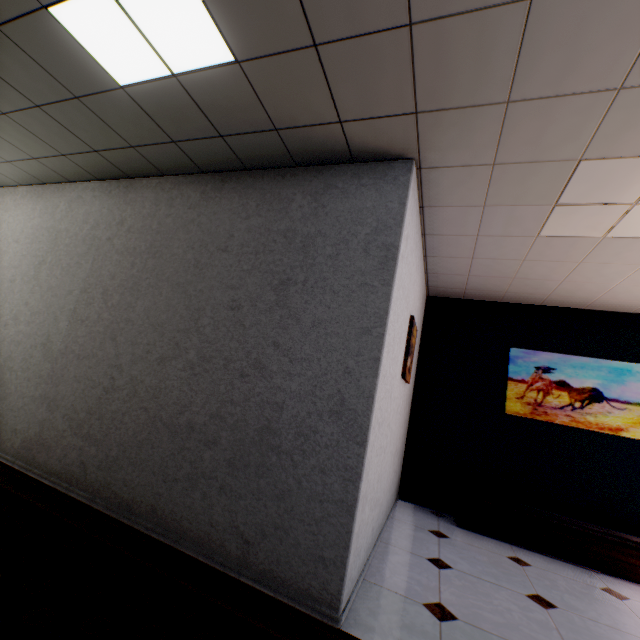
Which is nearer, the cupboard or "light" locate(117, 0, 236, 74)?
"light" locate(117, 0, 236, 74)

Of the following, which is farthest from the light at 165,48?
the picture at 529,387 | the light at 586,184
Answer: the picture at 529,387

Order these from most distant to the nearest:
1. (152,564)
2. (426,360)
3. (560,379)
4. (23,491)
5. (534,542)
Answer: (426,360) → (560,379) → (534,542) → (23,491) → (152,564)

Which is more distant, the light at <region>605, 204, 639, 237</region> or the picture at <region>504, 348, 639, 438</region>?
the picture at <region>504, 348, 639, 438</region>

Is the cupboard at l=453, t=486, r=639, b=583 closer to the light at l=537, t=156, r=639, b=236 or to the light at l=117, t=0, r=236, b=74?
the light at l=537, t=156, r=639, b=236

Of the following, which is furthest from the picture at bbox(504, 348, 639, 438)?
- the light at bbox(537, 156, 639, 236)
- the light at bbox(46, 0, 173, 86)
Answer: the light at bbox(46, 0, 173, 86)

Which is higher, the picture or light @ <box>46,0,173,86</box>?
light @ <box>46,0,173,86</box>

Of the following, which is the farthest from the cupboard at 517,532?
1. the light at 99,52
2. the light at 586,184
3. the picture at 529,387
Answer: the light at 99,52
